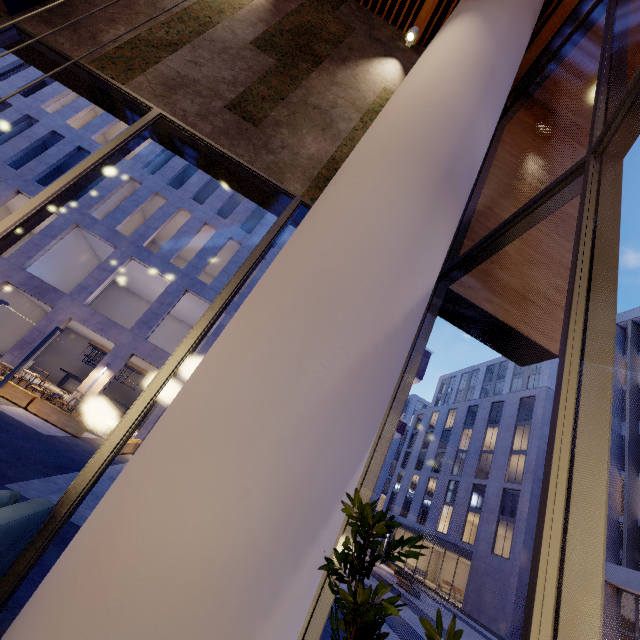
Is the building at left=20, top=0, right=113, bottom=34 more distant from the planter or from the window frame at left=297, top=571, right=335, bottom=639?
the planter

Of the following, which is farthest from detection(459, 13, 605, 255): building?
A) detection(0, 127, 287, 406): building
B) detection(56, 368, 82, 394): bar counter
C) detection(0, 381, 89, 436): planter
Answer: detection(56, 368, 82, 394): bar counter

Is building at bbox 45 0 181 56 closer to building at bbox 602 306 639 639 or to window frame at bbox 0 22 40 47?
window frame at bbox 0 22 40 47

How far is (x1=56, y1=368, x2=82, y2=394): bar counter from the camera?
21.98m

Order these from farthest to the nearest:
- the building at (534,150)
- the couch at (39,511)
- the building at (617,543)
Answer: the building at (617,543)
the building at (534,150)
the couch at (39,511)

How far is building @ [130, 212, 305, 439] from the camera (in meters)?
17.42

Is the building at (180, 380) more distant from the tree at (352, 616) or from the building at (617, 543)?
the tree at (352, 616)

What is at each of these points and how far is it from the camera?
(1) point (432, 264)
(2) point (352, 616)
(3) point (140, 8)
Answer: (1) column, 2.28m
(2) tree, 0.93m
(3) building, 4.45m
